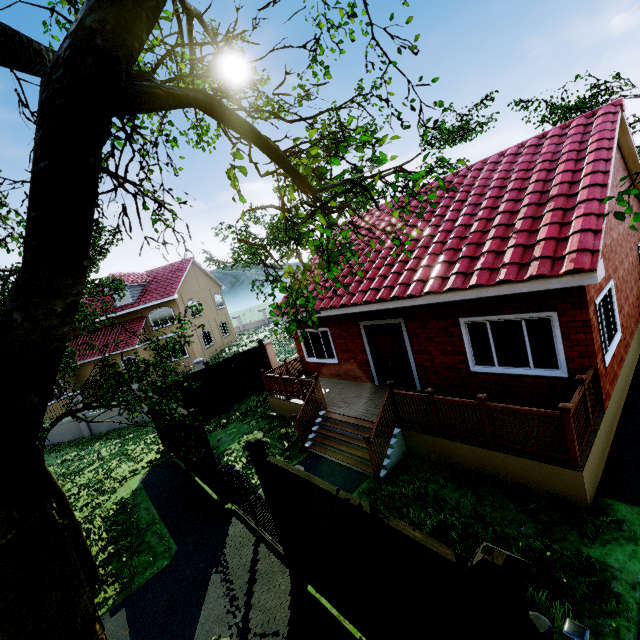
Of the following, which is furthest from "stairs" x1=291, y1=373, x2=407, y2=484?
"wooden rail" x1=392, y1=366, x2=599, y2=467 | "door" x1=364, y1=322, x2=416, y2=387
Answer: "door" x1=364, y1=322, x2=416, y2=387

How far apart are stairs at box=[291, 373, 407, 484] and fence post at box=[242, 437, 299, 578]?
2.3 meters

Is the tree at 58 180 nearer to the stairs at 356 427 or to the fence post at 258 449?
the fence post at 258 449

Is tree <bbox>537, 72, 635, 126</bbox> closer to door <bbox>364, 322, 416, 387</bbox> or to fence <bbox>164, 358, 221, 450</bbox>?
fence <bbox>164, 358, 221, 450</bbox>

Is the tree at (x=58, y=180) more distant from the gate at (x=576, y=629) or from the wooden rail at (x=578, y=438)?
the wooden rail at (x=578, y=438)

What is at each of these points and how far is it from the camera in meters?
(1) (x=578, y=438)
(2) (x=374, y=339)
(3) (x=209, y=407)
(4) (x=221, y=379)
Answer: (1) wooden rail, 5.4
(2) door, 10.4
(3) fence, 13.9
(4) fence, 14.3

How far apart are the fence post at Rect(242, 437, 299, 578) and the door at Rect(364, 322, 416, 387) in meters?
5.4 m

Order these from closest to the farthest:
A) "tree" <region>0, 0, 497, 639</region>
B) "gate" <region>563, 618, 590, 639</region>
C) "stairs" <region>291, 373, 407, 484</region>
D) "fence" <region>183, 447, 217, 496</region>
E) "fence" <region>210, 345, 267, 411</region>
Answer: "tree" <region>0, 0, 497, 639</region> → "gate" <region>563, 618, 590, 639</region> → "stairs" <region>291, 373, 407, 484</region> → "fence" <region>183, 447, 217, 496</region> → "fence" <region>210, 345, 267, 411</region>
